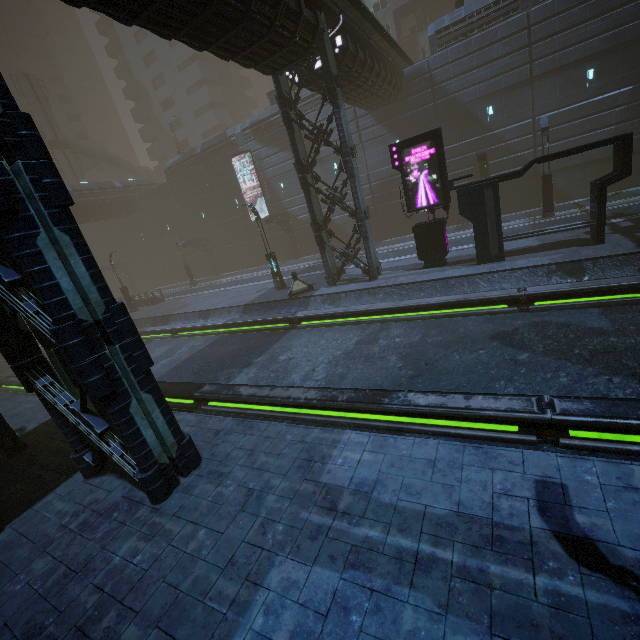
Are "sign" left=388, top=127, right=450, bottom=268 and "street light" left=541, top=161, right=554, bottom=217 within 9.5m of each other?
yes

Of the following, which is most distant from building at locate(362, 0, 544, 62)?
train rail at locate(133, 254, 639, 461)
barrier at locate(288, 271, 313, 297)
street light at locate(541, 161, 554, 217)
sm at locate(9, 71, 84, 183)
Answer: sm at locate(9, 71, 84, 183)

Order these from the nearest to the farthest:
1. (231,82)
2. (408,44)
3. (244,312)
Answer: (244,312) < (408,44) < (231,82)

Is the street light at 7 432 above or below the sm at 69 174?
below

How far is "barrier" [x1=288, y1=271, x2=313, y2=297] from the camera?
18.5m

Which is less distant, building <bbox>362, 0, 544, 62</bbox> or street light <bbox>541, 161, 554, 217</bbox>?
street light <bbox>541, 161, 554, 217</bbox>

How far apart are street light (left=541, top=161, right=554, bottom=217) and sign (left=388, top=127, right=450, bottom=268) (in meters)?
8.39

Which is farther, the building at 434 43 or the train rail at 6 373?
the building at 434 43
